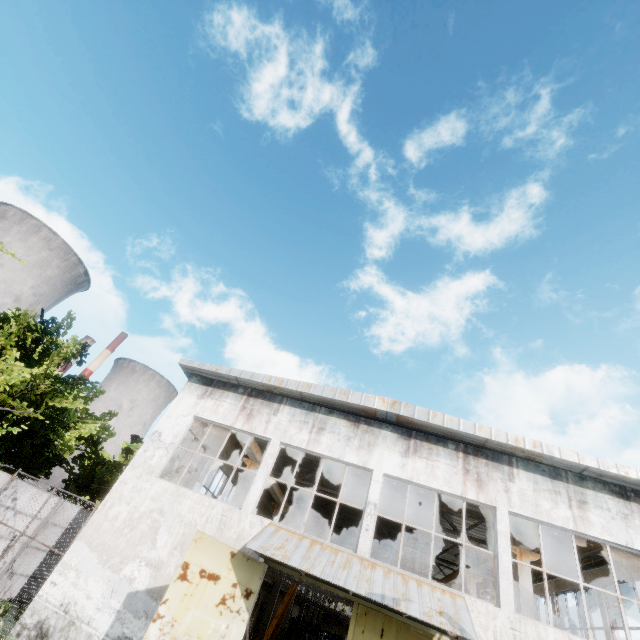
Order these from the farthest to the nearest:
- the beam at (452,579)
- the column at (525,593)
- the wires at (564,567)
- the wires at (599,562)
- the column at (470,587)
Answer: the beam at (452,579)
the column at (470,587)
the wires at (564,567)
the wires at (599,562)
the column at (525,593)

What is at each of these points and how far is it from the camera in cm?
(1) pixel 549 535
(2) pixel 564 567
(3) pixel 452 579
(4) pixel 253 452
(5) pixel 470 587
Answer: (1) beam, 1134
(2) wires, 1488
(3) beam, 2188
(4) beam, 1566
(5) column, 1848

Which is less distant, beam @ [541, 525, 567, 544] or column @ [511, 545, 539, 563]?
beam @ [541, 525, 567, 544]

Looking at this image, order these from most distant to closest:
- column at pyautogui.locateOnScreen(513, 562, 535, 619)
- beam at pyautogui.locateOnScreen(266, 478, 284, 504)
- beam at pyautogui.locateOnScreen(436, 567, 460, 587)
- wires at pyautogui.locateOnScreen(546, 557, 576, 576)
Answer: beam at pyautogui.locateOnScreen(436, 567, 460, 587) < beam at pyautogui.locateOnScreen(266, 478, 284, 504) < wires at pyautogui.locateOnScreen(546, 557, 576, 576) < column at pyautogui.locateOnScreen(513, 562, 535, 619)

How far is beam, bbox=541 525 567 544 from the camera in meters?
10.9 m

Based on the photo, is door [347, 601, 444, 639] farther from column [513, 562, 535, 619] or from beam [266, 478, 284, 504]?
beam [266, 478, 284, 504]

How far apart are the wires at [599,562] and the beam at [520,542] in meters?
2.4 m

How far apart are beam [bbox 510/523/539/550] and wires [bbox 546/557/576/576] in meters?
2.4
